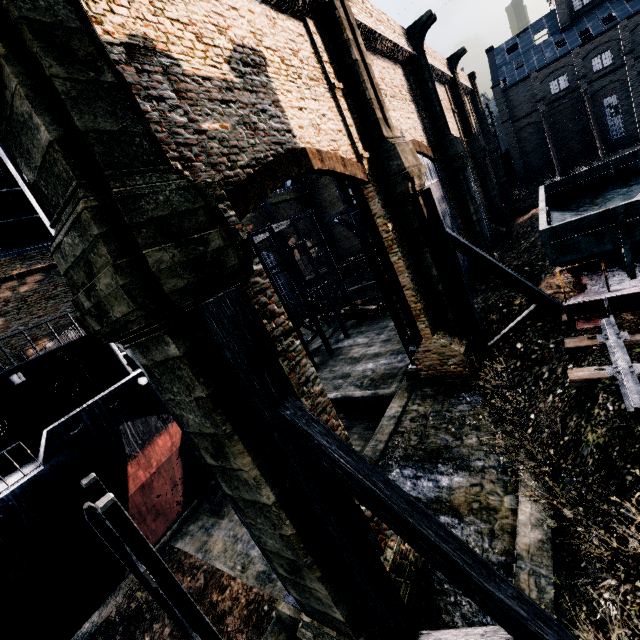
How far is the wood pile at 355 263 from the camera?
48.3 meters

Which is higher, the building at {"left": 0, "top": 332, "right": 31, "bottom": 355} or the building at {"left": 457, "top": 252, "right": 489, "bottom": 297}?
the building at {"left": 0, "top": 332, "right": 31, "bottom": 355}

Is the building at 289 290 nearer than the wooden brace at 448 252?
No

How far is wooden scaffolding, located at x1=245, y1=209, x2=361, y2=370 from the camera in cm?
2456

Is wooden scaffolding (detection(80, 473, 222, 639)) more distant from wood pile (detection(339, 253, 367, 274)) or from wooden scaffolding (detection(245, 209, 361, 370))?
wood pile (detection(339, 253, 367, 274))

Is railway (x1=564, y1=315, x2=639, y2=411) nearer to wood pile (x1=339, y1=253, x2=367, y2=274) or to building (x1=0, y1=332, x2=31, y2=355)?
building (x1=0, y1=332, x2=31, y2=355)

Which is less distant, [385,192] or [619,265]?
[619,265]

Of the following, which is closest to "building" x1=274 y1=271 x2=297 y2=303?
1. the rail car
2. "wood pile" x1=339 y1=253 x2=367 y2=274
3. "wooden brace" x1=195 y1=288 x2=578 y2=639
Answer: "wooden brace" x1=195 y1=288 x2=578 y2=639
